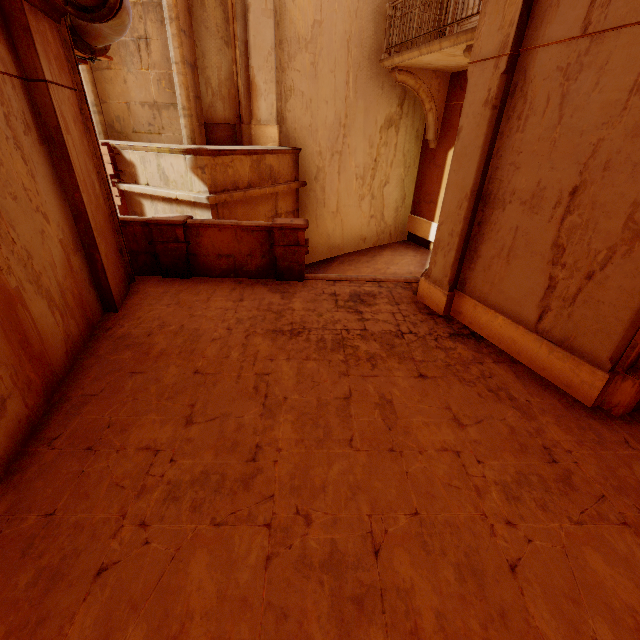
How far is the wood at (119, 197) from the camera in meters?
7.6 m

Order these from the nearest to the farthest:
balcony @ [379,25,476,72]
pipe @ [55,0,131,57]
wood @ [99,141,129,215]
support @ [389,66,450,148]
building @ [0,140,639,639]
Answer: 1. building @ [0,140,639,639]
2. pipe @ [55,0,131,57]
3. balcony @ [379,25,476,72]
4. wood @ [99,141,129,215]
5. support @ [389,66,450,148]

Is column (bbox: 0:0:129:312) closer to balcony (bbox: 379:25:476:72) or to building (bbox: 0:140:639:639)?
building (bbox: 0:140:639:639)

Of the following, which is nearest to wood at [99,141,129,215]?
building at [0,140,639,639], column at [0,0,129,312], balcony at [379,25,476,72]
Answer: building at [0,140,639,639]

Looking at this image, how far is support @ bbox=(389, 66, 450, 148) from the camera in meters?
8.5

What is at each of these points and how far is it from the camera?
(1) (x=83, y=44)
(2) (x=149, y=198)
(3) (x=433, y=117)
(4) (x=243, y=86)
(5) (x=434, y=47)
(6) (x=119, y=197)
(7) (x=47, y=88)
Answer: (1) pipe, 4.9 meters
(2) building, 7.9 meters
(3) support, 9.3 meters
(4) column, 8.5 meters
(5) balcony, 6.9 meters
(6) wood, 8.1 meters
(7) column, 3.9 meters

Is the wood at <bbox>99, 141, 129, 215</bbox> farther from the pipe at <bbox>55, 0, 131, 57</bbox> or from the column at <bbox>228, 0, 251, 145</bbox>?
the column at <bbox>228, 0, 251, 145</bbox>

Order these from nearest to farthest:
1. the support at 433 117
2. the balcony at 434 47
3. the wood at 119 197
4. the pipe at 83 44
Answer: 1. the pipe at 83 44
2. the balcony at 434 47
3. the wood at 119 197
4. the support at 433 117
